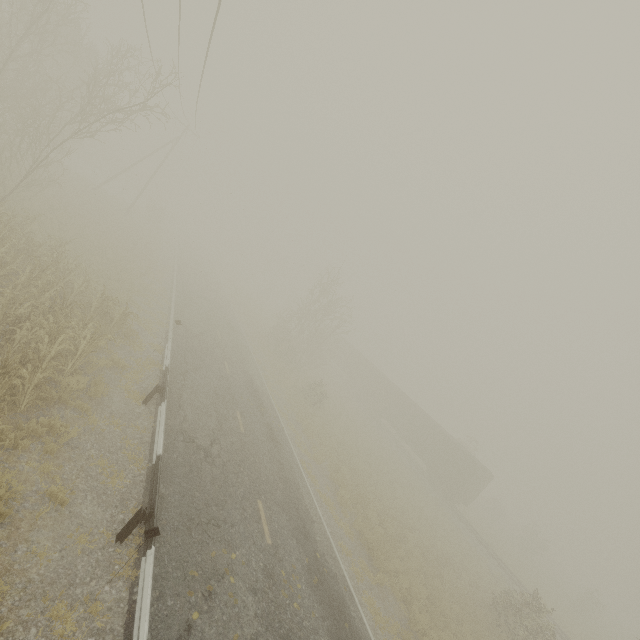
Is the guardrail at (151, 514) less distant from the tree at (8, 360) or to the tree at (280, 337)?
the tree at (8, 360)

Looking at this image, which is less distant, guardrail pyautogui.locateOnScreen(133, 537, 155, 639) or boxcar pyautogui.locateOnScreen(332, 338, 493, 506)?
guardrail pyautogui.locateOnScreen(133, 537, 155, 639)

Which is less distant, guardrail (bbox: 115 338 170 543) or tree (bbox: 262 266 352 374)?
guardrail (bbox: 115 338 170 543)

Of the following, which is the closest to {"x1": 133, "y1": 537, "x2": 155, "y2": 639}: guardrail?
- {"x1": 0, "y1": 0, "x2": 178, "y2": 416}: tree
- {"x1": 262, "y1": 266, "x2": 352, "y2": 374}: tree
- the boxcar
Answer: {"x1": 0, "y1": 0, "x2": 178, "y2": 416}: tree

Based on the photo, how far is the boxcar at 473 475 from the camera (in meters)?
29.86

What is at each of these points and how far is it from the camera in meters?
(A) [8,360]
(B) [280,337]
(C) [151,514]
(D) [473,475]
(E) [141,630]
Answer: (A) tree, 6.5
(B) tree, 33.4
(C) guardrail, 6.8
(D) boxcar, 29.2
(E) guardrail, 5.0

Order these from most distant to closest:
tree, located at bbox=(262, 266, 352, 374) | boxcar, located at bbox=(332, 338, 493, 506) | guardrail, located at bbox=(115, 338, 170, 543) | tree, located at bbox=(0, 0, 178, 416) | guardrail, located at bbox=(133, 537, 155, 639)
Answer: tree, located at bbox=(262, 266, 352, 374)
boxcar, located at bbox=(332, 338, 493, 506)
tree, located at bbox=(0, 0, 178, 416)
guardrail, located at bbox=(115, 338, 170, 543)
guardrail, located at bbox=(133, 537, 155, 639)
